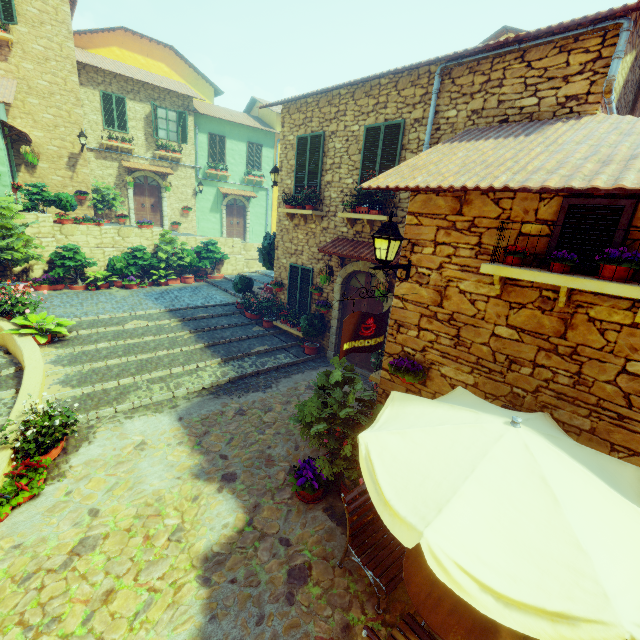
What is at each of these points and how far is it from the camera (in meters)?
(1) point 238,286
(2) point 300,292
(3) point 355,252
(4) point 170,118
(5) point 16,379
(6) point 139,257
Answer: (1) flower pot, 12.23
(2) window, 10.51
(3) door eaves, 8.05
(4) window, 17.84
(5) stair, 7.28
(6) flower pot, 14.17

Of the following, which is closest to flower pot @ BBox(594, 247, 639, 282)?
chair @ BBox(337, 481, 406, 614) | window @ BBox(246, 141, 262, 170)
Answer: chair @ BBox(337, 481, 406, 614)

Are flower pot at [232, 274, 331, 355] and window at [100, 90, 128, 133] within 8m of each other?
no

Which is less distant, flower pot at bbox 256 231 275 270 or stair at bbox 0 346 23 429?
stair at bbox 0 346 23 429

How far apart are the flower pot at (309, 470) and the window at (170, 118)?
18.9m

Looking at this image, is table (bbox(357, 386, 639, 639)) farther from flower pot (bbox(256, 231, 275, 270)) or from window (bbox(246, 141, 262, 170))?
window (bbox(246, 141, 262, 170))

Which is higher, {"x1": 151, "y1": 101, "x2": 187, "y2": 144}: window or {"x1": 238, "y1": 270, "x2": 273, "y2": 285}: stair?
{"x1": 151, "y1": 101, "x2": 187, "y2": 144}: window

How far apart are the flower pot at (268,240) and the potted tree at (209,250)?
3.4m
